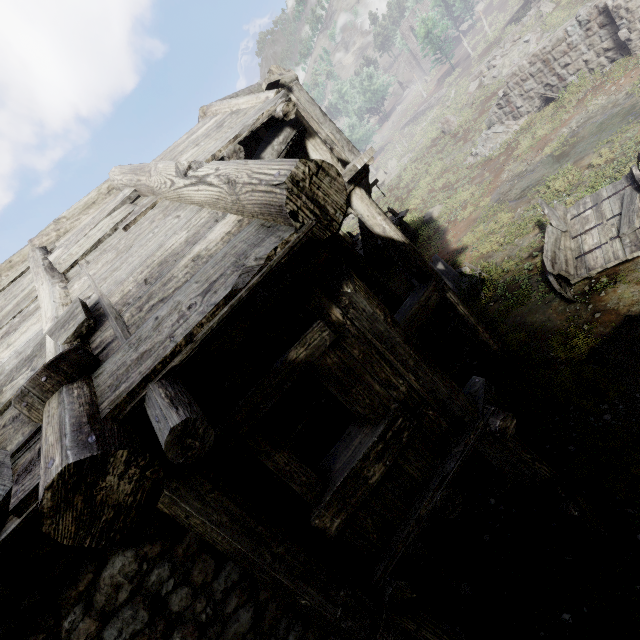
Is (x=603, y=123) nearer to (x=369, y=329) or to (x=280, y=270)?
(x=369, y=329)

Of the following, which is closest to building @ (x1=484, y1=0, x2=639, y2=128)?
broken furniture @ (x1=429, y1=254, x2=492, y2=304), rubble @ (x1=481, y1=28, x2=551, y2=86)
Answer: rubble @ (x1=481, y1=28, x2=551, y2=86)

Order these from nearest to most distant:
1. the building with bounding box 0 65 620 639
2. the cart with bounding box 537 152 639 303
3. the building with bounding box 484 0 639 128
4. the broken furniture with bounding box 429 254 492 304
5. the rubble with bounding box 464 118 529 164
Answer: the building with bounding box 0 65 620 639
the cart with bounding box 537 152 639 303
the broken furniture with bounding box 429 254 492 304
the building with bounding box 484 0 639 128
the rubble with bounding box 464 118 529 164

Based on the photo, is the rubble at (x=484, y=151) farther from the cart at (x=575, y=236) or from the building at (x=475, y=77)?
the cart at (x=575, y=236)

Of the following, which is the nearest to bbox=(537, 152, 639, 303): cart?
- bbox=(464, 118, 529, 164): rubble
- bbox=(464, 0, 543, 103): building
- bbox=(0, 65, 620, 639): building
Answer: bbox=(0, 65, 620, 639): building

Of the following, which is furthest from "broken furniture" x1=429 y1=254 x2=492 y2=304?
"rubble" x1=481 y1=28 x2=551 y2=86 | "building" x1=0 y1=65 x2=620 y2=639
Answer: "rubble" x1=481 y1=28 x2=551 y2=86

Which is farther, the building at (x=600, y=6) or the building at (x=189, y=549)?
the building at (x=600, y=6)

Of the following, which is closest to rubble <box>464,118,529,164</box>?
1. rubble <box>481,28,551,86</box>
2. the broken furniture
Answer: rubble <box>481,28,551,86</box>
